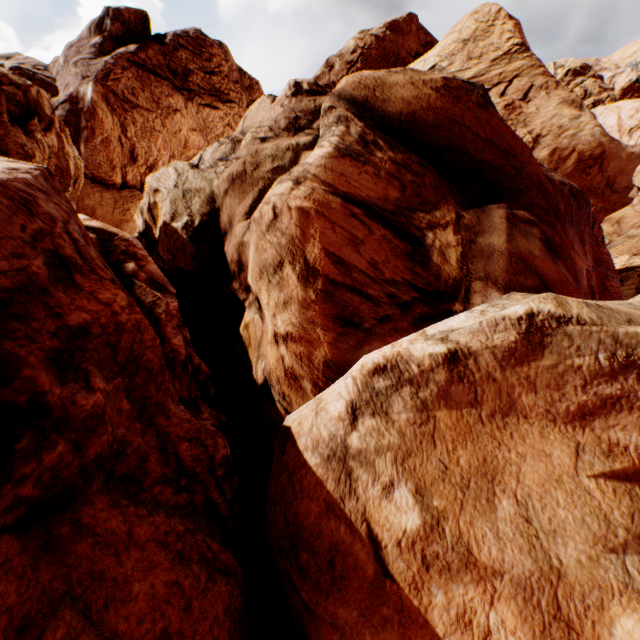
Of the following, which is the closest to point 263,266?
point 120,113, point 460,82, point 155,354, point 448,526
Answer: point 155,354
